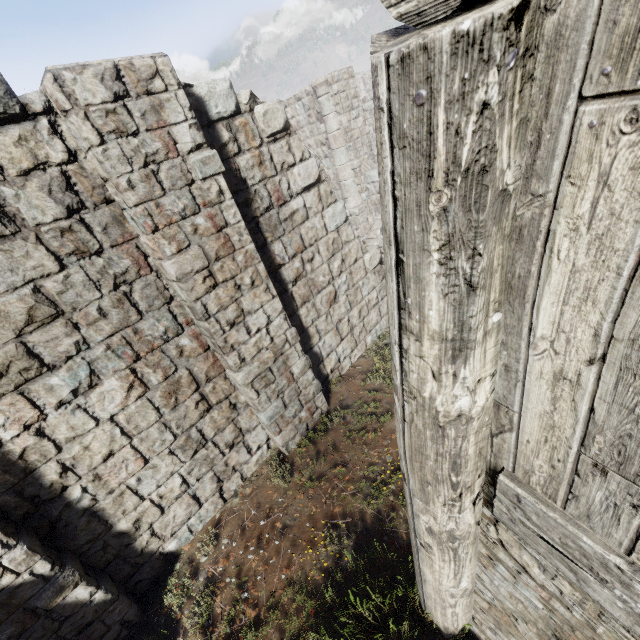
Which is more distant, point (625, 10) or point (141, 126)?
point (141, 126)
